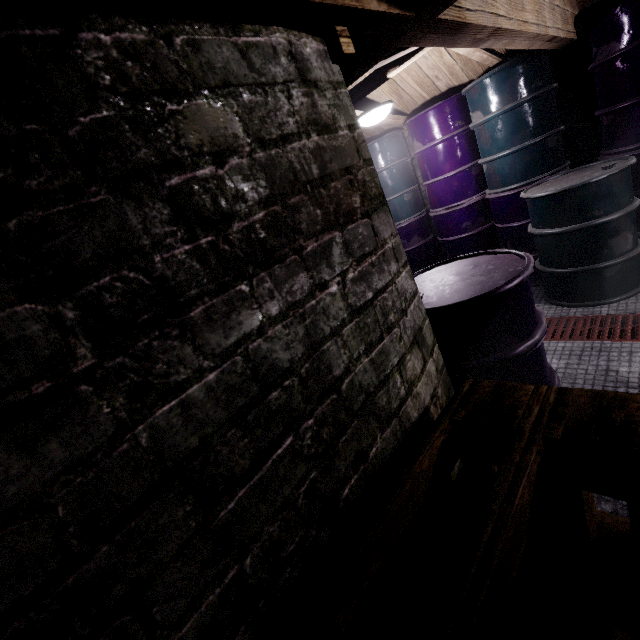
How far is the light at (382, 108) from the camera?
2.5 meters

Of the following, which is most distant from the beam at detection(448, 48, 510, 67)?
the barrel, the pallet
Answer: the pallet

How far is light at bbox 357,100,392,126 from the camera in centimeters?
253cm

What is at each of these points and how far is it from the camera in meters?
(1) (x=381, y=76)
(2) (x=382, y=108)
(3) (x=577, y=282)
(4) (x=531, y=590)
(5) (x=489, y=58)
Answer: Result:
(1) beam, 2.5 m
(2) light, 2.5 m
(3) barrel, 2.7 m
(4) pallet, 0.6 m
(5) beam, 2.7 m

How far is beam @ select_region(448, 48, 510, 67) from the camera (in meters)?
2.47

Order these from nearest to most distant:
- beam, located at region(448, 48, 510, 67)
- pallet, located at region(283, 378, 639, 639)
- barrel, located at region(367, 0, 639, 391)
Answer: pallet, located at region(283, 378, 639, 639)
barrel, located at region(367, 0, 639, 391)
beam, located at region(448, 48, 510, 67)

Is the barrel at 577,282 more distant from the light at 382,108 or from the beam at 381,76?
the light at 382,108
